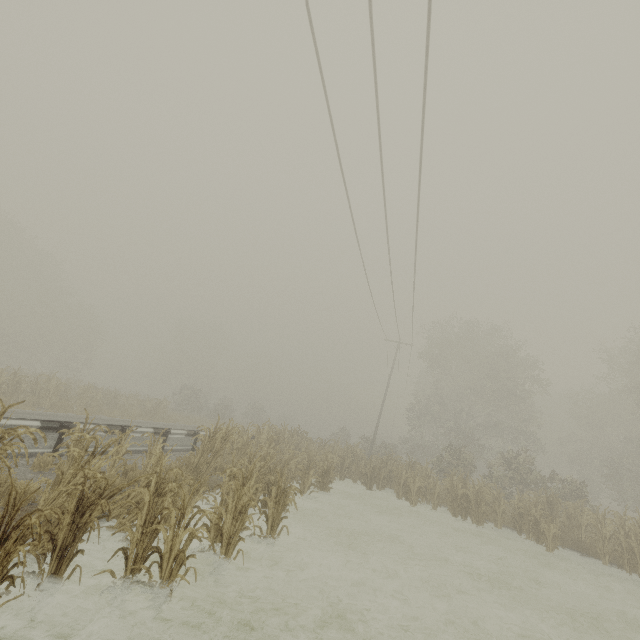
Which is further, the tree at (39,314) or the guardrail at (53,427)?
the guardrail at (53,427)

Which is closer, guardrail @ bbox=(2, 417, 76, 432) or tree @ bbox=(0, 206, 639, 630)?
tree @ bbox=(0, 206, 639, 630)

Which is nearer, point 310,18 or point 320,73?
point 310,18
